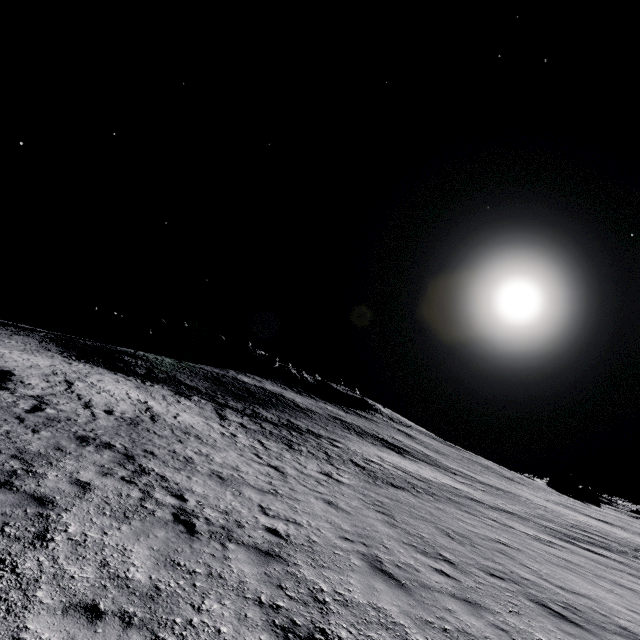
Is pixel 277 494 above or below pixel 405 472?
below

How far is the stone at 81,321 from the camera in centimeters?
5719cm

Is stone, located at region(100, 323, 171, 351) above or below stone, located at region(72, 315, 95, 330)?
above

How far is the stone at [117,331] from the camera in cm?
5684

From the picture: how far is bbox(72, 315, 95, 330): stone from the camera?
57.2 meters

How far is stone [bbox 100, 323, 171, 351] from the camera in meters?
56.8
